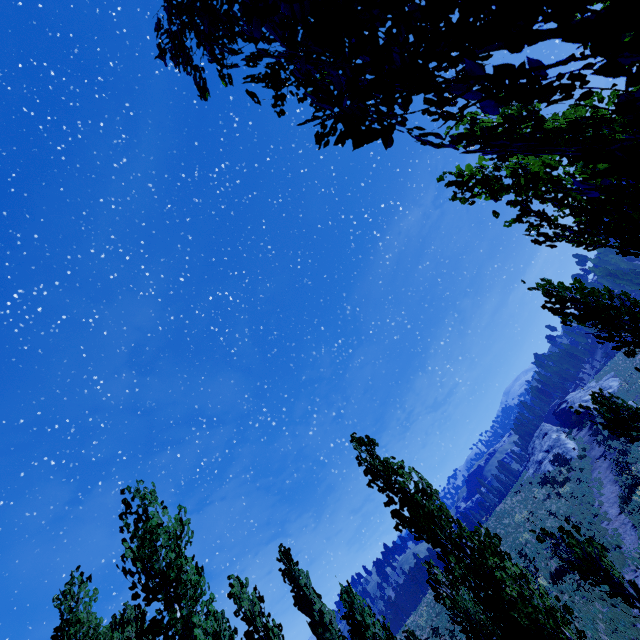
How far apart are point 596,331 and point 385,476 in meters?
71.5 m

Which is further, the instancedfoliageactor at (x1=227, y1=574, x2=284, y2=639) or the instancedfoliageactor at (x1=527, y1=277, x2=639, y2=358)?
the instancedfoliageactor at (x1=227, y1=574, x2=284, y2=639)

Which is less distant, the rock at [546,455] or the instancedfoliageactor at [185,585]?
the instancedfoliageactor at [185,585]

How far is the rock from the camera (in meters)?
35.69

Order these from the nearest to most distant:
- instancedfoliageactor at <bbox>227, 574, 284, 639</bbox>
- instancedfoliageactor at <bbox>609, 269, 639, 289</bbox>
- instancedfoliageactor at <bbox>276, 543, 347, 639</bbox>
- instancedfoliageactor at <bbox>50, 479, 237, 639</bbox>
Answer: instancedfoliageactor at <bbox>50, 479, 237, 639</bbox> → instancedfoliageactor at <bbox>227, 574, 284, 639</bbox> → instancedfoliageactor at <bbox>276, 543, 347, 639</bbox> → instancedfoliageactor at <bbox>609, 269, 639, 289</bbox>

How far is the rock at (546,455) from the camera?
35.7 meters
